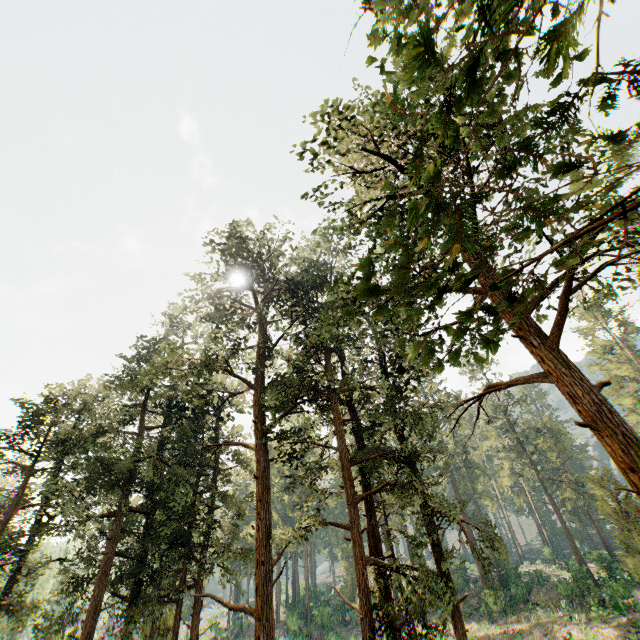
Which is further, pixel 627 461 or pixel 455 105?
pixel 627 461
